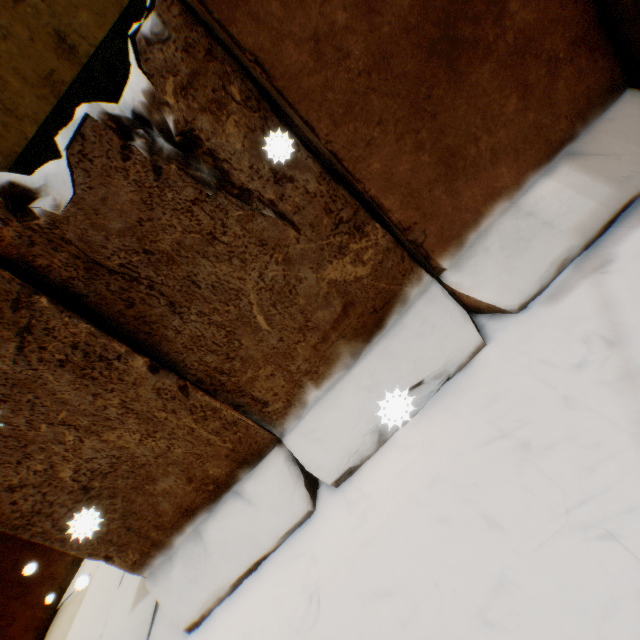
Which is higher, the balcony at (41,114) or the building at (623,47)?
the balcony at (41,114)

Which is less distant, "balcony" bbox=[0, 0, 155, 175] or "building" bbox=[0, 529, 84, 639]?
"balcony" bbox=[0, 0, 155, 175]

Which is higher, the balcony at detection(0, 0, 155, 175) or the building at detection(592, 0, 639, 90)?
the balcony at detection(0, 0, 155, 175)

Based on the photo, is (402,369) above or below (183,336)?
below

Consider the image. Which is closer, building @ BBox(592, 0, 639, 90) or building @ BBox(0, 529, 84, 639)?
building @ BBox(592, 0, 639, 90)
